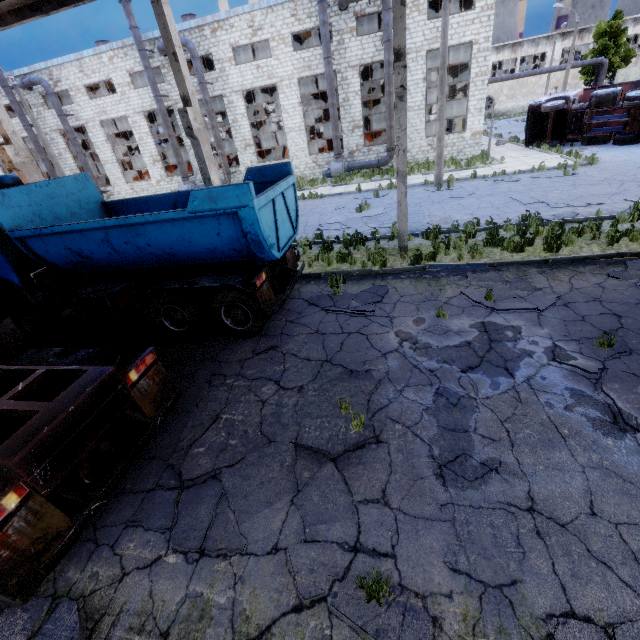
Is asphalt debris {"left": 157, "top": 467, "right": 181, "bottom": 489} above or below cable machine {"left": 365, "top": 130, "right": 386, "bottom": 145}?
below

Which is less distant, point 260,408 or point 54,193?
point 260,408

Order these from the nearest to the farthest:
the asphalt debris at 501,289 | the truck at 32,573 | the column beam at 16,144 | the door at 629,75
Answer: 1. the truck at 32,573
2. the asphalt debris at 501,289
3. the column beam at 16,144
4. the door at 629,75

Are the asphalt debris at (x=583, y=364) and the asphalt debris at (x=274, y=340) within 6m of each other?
yes

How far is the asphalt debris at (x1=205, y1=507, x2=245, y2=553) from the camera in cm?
362

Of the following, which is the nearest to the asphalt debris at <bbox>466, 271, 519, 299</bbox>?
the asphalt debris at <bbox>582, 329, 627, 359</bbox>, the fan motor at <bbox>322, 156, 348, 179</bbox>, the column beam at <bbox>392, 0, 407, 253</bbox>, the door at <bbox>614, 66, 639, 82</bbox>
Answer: the asphalt debris at <bbox>582, 329, 627, 359</bbox>

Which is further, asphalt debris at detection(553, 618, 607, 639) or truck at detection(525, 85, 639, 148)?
truck at detection(525, 85, 639, 148)

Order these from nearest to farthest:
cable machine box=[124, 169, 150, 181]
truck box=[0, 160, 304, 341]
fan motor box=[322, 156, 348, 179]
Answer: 1. truck box=[0, 160, 304, 341]
2. fan motor box=[322, 156, 348, 179]
3. cable machine box=[124, 169, 150, 181]
